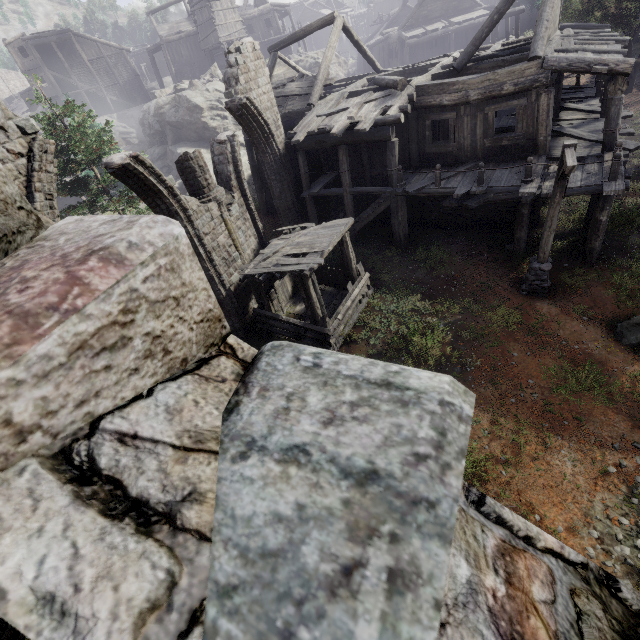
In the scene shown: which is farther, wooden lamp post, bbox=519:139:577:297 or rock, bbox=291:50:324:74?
rock, bbox=291:50:324:74

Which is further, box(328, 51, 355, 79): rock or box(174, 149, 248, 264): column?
box(328, 51, 355, 79): rock

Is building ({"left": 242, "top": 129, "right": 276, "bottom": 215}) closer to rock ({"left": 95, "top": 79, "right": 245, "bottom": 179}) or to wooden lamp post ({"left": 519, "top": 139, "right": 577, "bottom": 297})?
rock ({"left": 95, "top": 79, "right": 245, "bottom": 179})

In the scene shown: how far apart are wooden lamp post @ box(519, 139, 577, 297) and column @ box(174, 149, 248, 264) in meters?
10.0 m

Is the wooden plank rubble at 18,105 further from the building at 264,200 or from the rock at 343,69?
the rock at 343,69

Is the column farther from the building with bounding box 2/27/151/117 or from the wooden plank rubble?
the wooden plank rubble

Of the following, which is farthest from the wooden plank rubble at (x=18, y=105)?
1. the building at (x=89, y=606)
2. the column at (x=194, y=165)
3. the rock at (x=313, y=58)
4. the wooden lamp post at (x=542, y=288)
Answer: the wooden lamp post at (x=542, y=288)

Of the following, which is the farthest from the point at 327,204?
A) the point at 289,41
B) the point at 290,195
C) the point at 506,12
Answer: the point at 506,12
